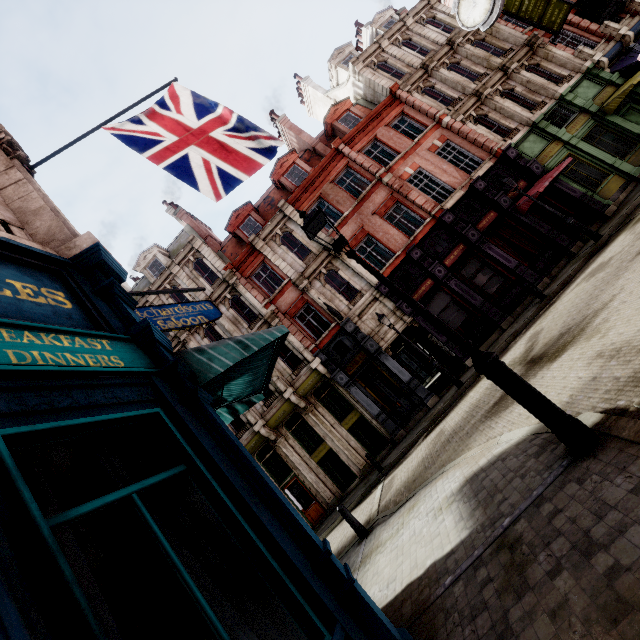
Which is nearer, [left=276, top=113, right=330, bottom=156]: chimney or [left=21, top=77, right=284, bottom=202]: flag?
[left=21, top=77, right=284, bottom=202]: flag

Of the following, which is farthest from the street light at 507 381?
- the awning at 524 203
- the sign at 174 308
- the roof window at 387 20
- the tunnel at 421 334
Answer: the roof window at 387 20

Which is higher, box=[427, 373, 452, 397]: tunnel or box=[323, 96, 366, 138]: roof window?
box=[323, 96, 366, 138]: roof window

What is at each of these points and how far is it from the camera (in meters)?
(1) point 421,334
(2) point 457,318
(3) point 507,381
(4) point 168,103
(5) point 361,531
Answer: (1) tunnel, 20.53
(2) sign, 16.64
(3) street light, 3.91
(4) flag, 6.27
(5) post, 8.21

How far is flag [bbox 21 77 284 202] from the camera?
5.3 meters

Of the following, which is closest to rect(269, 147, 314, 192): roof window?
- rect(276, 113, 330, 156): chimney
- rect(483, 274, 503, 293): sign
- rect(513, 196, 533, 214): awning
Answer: rect(276, 113, 330, 156): chimney

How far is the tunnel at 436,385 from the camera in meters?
16.1

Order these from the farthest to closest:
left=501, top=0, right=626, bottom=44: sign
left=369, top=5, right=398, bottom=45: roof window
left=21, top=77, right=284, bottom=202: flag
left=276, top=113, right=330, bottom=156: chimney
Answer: left=369, top=5, right=398, bottom=45: roof window, left=276, top=113, right=330, bottom=156: chimney, left=501, top=0, right=626, bottom=44: sign, left=21, top=77, right=284, bottom=202: flag
